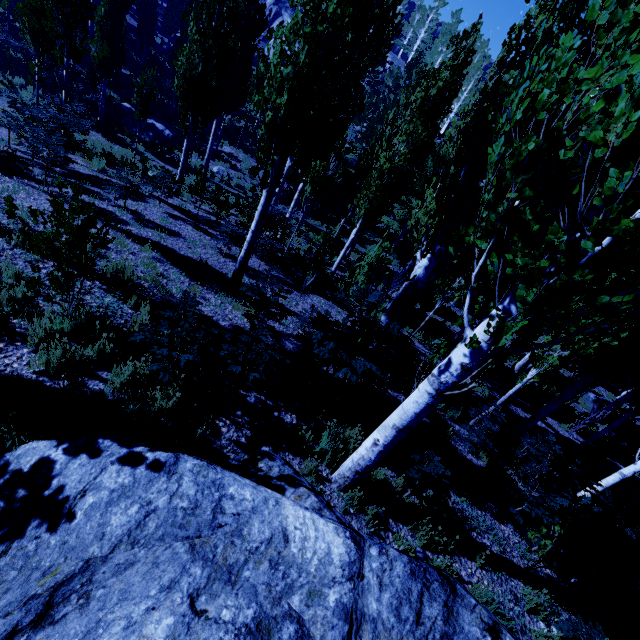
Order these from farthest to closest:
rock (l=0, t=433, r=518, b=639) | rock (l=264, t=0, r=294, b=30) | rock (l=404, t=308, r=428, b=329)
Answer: rock (l=264, t=0, r=294, b=30), rock (l=404, t=308, r=428, b=329), rock (l=0, t=433, r=518, b=639)

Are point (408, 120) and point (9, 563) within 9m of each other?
no

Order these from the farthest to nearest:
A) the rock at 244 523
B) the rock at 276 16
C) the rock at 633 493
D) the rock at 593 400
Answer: the rock at 276 16
the rock at 593 400
the rock at 633 493
the rock at 244 523

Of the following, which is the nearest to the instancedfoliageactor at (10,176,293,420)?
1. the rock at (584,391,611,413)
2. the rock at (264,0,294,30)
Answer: the rock at (264,0,294,30)

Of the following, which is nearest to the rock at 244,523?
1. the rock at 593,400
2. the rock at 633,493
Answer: the rock at 633,493

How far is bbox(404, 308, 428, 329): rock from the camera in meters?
13.4 m

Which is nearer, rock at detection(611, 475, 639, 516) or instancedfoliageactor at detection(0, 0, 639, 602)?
instancedfoliageactor at detection(0, 0, 639, 602)

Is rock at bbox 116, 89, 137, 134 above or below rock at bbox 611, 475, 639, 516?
below
